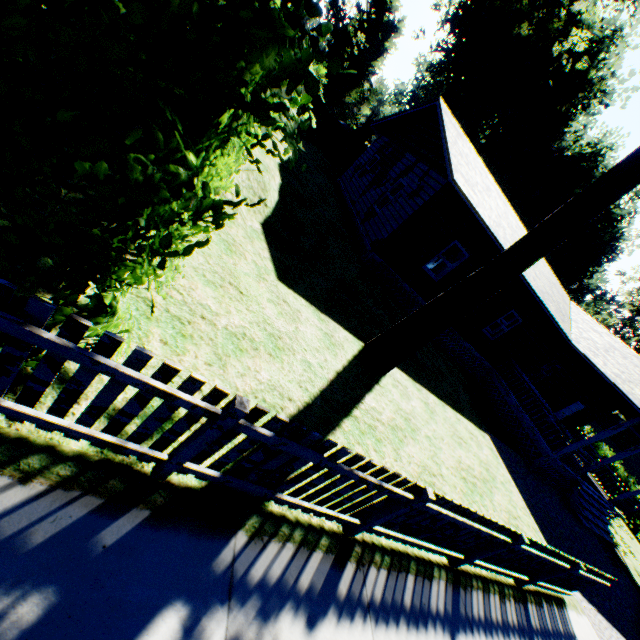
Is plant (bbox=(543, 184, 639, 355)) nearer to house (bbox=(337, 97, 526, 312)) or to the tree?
house (bbox=(337, 97, 526, 312))

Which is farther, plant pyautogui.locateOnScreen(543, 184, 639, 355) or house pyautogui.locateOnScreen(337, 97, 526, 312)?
plant pyautogui.locateOnScreen(543, 184, 639, 355)

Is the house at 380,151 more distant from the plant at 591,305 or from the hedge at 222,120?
the plant at 591,305

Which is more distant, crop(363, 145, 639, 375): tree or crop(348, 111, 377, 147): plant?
crop(348, 111, 377, 147): plant

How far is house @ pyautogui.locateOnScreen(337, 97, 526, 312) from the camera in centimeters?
1133cm

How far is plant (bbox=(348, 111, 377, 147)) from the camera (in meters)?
28.38

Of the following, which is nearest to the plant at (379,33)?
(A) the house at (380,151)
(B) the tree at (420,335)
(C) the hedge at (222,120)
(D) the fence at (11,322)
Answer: (A) the house at (380,151)

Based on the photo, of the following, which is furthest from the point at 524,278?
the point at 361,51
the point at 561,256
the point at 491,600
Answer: the point at 361,51
